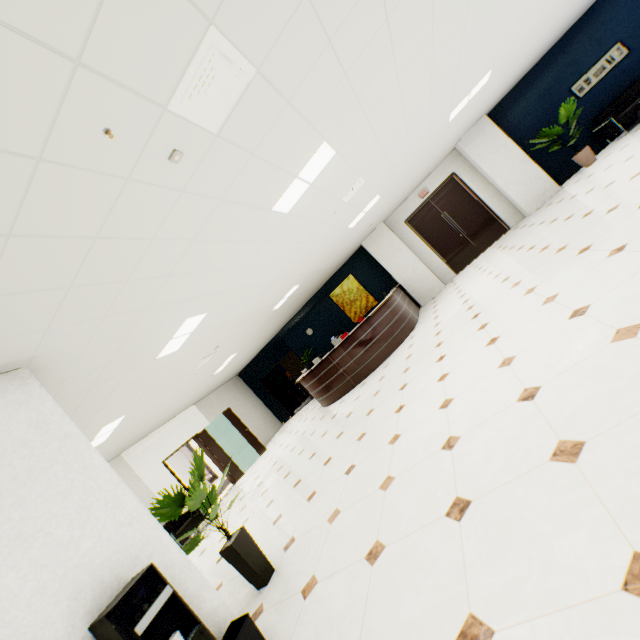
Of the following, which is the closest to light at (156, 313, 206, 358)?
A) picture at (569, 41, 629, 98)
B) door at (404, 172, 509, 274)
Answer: door at (404, 172, 509, 274)

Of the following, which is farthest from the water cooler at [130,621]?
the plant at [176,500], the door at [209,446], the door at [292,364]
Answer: the door at [292,364]

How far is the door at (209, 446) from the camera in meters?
9.5 m

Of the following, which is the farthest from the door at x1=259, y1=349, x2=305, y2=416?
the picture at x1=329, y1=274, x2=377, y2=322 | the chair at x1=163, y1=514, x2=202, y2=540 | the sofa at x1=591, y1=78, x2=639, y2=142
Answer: the sofa at x1=591, y1=78, x2=639, y2=142

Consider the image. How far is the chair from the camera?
7.7m

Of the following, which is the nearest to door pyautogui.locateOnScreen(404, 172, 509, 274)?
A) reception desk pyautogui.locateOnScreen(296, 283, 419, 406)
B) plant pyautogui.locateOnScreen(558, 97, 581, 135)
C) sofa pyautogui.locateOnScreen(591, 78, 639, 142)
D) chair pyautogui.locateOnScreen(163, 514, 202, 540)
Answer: reception desk pyautogui.locateOnScreen(296, 283, 419, 406)

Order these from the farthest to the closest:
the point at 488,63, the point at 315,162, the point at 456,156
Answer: the point at 456,156 < the point at 488,63 < the point at 315,162

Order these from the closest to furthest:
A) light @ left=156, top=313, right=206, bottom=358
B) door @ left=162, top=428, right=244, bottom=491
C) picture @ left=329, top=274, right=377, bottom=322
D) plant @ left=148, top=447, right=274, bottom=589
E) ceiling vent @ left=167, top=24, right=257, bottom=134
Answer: ceiling vent @ left=167, top=24, right=257, bottom=134
plant @ left=148, top=447, right=274, bottom=589
light @ left=156, top=313, right=206, bottom=358
door @ left=162, top=428, right=244, bottom=491
picture @ left=329, top=274, right=377, bottom=322
